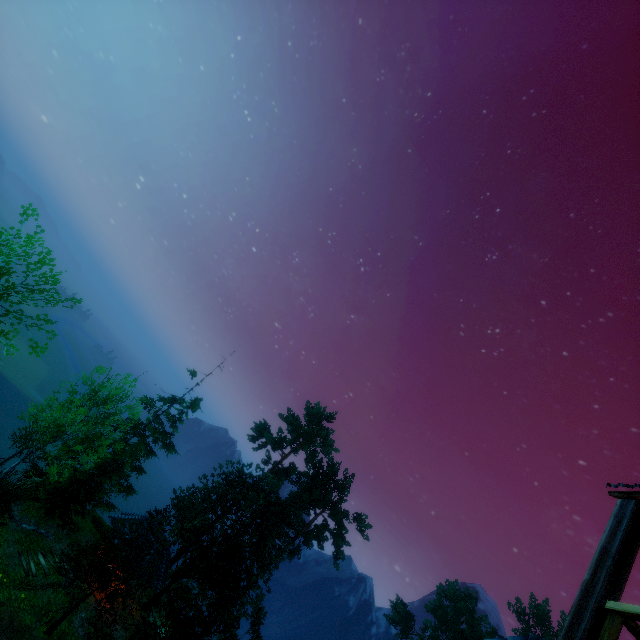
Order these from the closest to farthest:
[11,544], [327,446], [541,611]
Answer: [11,544]
[327,446]
[541,611]

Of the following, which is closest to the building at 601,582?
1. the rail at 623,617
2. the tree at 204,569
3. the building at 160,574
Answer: the rail at 623,617

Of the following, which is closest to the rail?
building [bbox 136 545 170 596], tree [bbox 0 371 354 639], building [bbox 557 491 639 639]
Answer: building [bbox 557 491 639 639]

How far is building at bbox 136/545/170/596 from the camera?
24.3m

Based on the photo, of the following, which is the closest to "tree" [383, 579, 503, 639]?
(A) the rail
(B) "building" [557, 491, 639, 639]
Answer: (B) "building" [557, 491, 639, 639]

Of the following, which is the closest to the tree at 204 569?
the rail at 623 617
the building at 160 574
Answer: the building at 160 574

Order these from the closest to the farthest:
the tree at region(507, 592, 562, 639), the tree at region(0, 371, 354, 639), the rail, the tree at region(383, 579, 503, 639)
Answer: the rail < the tree at region(0, 371, 354, 639) < the tree at region(383, 579, 503, 639) < the tree at region(507, 592, 562, 639)
